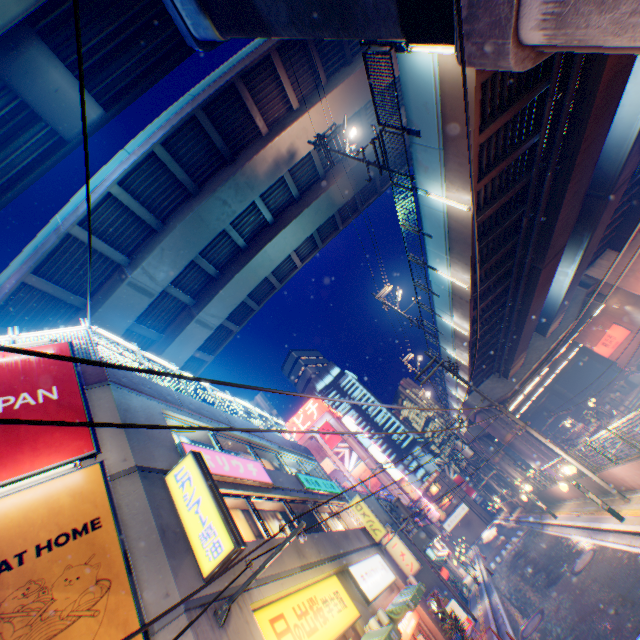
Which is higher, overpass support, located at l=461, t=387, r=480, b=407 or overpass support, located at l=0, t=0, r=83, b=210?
overpass support, located at l=0, t=0, r=83, b=210

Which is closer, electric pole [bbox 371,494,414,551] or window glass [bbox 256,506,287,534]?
window glass [bbox 256,506,287,534]

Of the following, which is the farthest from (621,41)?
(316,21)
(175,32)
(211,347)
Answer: (211,347)

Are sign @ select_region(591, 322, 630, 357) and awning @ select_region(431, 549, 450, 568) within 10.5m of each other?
no

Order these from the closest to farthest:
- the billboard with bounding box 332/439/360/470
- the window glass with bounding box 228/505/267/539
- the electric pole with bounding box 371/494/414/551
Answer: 1. the window glass with bounding box 228/505/267/539
2. the electric pole with bounding box 371/494/414/551
3. the billboard with bounding box 332/439/360/470

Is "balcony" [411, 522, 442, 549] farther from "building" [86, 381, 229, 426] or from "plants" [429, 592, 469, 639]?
"building" [86, 381, 229, 426]

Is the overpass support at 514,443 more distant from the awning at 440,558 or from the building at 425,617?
the building at 425,617

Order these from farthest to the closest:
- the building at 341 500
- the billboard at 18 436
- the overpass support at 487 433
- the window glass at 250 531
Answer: the overpass support at 487 433
the building at 341 500
the window glass at 250 531
the billboard at 18 436
